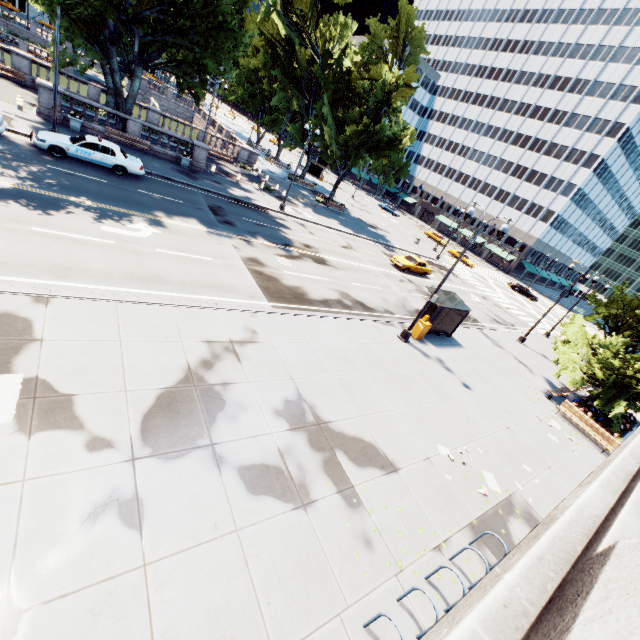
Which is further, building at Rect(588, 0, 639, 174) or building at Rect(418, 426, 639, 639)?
building at Rect(588, 0, 639, 174)

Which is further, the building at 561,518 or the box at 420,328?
the box at 420,328

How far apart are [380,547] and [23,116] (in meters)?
30.44

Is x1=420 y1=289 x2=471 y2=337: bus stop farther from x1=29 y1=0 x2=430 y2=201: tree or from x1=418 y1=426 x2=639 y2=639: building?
x1=418 y1=426 x2=639 y2=639: building

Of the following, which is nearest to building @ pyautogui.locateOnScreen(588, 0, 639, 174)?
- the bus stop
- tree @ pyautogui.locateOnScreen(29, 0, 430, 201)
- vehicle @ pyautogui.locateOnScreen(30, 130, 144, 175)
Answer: tree @ pyautogui.locateOnScreen(29, 0, 430, 201)

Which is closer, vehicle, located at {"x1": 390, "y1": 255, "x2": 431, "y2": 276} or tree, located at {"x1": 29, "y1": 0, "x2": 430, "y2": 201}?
tree, located at {"x1": 29, "y1": 0, "x2": 430, "y2": 201}

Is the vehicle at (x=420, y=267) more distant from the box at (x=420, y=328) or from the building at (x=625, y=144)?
the building at (x=625, y=144)
